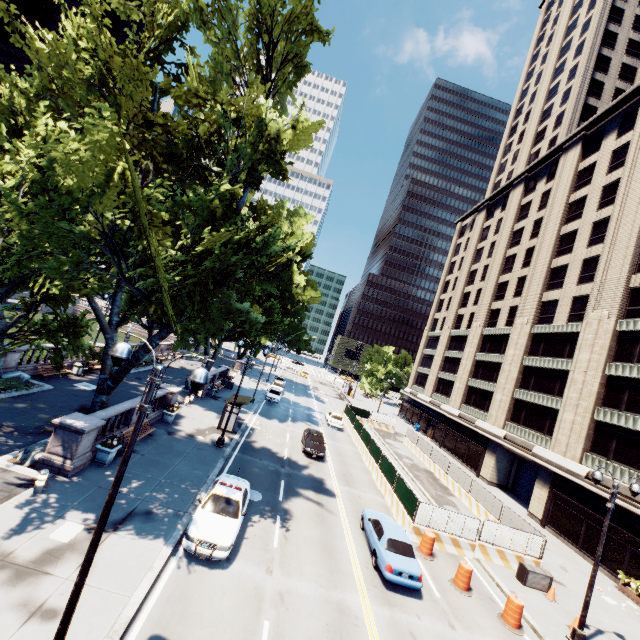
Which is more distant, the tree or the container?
the container

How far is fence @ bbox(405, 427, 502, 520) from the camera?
23.7 meters

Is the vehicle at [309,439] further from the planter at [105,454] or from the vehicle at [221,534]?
the planter at [105,454]

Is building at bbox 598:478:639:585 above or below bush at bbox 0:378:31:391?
above

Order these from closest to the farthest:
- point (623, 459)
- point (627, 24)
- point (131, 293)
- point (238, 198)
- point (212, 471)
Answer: point (131, 293) → point (212, 471) → point (623, 459) → point (238, 198) → point (627, 24)

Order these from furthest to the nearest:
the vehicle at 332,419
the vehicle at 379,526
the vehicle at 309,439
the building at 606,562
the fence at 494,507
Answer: the vehicle at 332,419 → the vehicle at 309,439 → the fence at 494,507 → the building at 606,562 → the vehicle at 379,526

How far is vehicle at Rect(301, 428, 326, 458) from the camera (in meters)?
25.58

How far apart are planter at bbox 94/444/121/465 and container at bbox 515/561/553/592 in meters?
22.0
